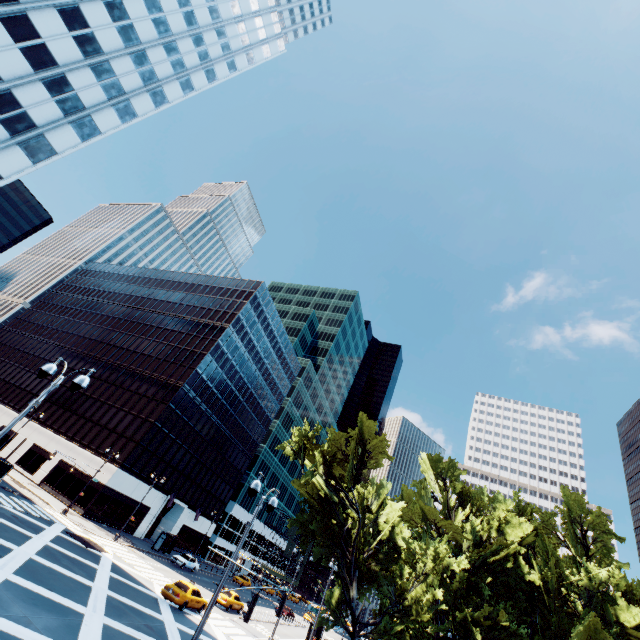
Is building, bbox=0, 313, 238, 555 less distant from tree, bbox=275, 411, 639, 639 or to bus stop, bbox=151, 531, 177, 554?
bus stop, bbox=151, 531, 177, 554

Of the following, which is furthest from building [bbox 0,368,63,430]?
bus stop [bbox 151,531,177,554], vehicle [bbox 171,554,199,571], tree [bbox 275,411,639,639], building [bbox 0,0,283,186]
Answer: building [bbox 0,0,283,186]

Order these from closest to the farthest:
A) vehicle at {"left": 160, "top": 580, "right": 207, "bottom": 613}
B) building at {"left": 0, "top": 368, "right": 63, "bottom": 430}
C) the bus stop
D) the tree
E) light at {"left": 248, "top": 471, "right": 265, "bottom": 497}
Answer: light at {"left": 248, "top": 471, "right": 265, "bottom": 497}, vehicle at {"left": 160, "top": 580, "right": 207, "bottom": 613}, the tree, the bus stop, building at {"left": 0, "top": 368, "right": 63, "bottom": 430}

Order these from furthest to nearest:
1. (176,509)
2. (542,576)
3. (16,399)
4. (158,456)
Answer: Result:
1. (16,399)
2. (176,509)
3. (158,456)
4. (542,576)

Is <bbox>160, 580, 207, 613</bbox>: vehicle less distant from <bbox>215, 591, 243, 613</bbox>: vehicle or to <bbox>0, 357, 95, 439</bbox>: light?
<bbox>215, 591, 243, 613</bbox>: vehicle

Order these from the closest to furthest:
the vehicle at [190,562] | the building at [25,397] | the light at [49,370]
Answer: the light at [49,370] < the vehicle at [190,562] < the building at [25,397]

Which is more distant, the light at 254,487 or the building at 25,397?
the building at 25,397

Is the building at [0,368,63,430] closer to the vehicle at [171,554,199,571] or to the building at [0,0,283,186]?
the vehicle at [171,554,199,571]
